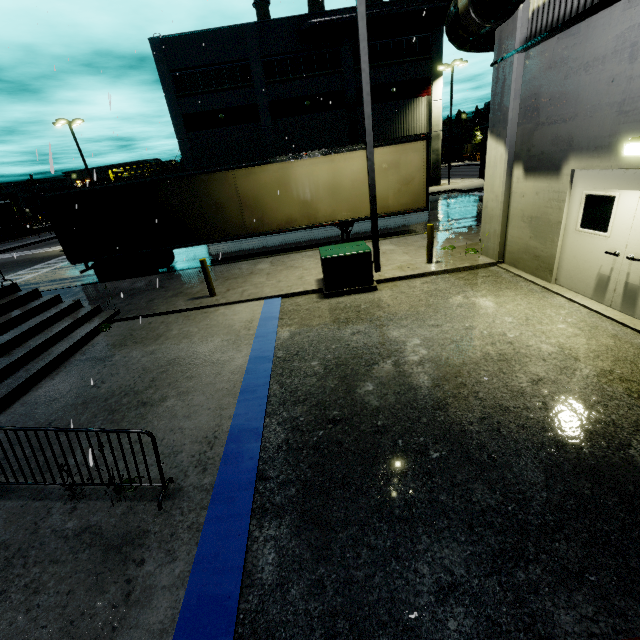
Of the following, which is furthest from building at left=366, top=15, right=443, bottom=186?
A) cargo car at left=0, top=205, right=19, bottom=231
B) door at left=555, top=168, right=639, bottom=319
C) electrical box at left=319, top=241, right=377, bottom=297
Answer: electrical box at left=319, top=241, right=377, bottom=297

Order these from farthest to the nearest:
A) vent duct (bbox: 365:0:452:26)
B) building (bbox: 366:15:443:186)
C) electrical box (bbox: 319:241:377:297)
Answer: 1. building (bbox: 366:15:443:186)
2. vent duct (bbox: 365:0:452:26)
3. electrical box (bbox: 319:241:377:297)

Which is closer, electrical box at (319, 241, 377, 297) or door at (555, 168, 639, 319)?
door at (555, 168, 639, 319)

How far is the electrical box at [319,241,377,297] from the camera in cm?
862

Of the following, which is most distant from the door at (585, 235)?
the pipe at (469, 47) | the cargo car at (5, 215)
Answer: the cargo car at (5, 215)

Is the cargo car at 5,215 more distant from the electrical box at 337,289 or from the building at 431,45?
the electrical box at 337,289

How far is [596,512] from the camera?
3.02m

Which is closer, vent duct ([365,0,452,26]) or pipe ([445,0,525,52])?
pipe ([445,0,525,52])
